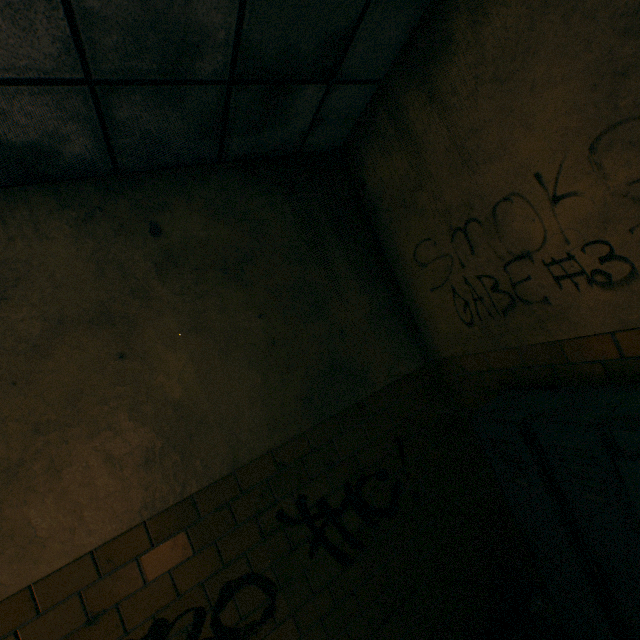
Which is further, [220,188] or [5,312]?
[220,188]
